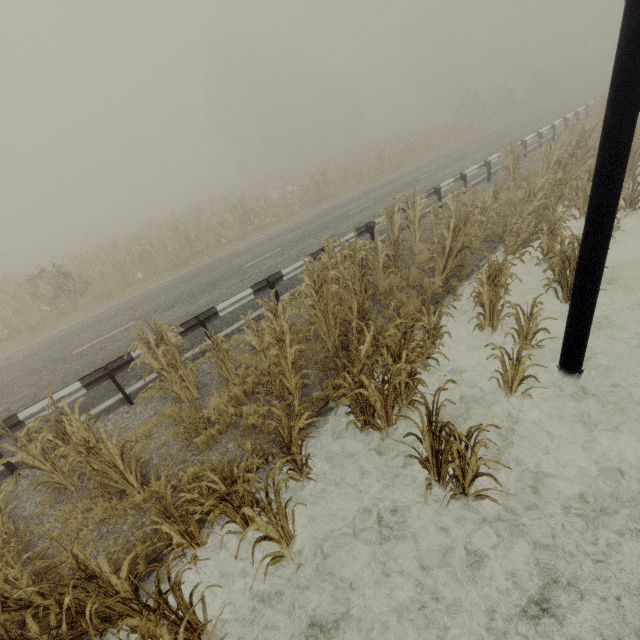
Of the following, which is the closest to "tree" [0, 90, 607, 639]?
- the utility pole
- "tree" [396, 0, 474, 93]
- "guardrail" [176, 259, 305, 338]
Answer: the utility pole

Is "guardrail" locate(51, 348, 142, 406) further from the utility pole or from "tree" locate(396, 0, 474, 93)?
"tree" locate(396, 0, 474, 93)

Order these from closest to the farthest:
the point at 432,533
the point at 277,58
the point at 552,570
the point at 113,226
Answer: the point at 552,570 → the point at 432,533 → the point at 113,226 → the point at 277,58

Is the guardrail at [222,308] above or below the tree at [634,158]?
above

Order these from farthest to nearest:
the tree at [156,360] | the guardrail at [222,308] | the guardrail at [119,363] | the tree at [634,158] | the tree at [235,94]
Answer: the tree at [235,94], the tree at [634,158], the guardrail at [222,308], the guardrail at [119,363], the tree at [156,360]

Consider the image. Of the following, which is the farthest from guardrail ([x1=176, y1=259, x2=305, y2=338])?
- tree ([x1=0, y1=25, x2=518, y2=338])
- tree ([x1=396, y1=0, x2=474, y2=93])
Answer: tree ([x1=396, y1=0, x2=474, y2=93])

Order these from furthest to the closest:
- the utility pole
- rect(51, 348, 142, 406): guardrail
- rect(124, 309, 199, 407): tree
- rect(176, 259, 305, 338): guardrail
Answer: rect(176, 259, 305, 338): guardrail
rect(51, 348, 142, 406): guardrail
rect(124, 309, 199, 407): tree
the utility pole
